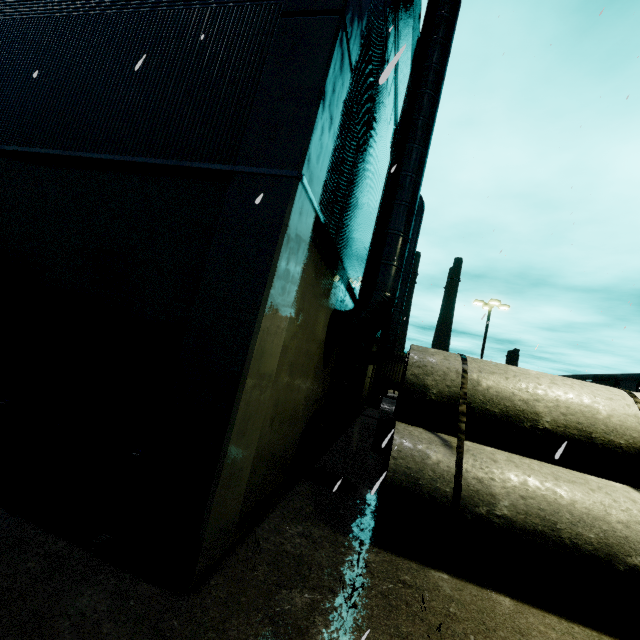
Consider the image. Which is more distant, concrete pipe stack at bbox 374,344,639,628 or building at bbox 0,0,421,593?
concrete pipe stack at bbox 374,344,639,628

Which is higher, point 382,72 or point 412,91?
point 412,91

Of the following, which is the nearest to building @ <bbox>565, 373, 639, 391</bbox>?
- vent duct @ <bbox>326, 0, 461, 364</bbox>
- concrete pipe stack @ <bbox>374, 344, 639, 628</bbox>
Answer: vent duct @ <bbox>326, 0, 461, 364</bbox>

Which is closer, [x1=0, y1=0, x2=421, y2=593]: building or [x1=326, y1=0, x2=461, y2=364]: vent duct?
[x1=0, y1=0, x2=421, y2=593]: building

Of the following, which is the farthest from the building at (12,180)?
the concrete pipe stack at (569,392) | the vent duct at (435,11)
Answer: the concrete pipe stack at (569,392)
